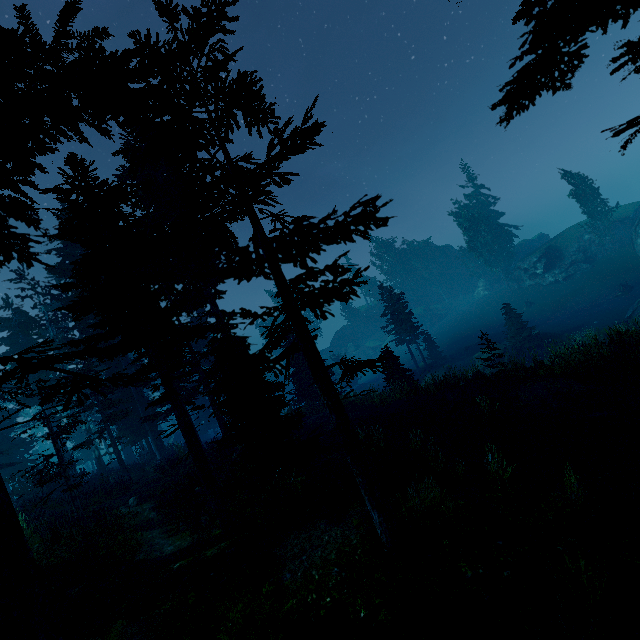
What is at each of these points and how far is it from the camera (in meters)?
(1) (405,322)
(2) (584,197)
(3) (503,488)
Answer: (1) instancedfoliageactor, 36.03
(2) instancedfoliageactor, 40.69
(3) instancedfoliageactor, 8.55

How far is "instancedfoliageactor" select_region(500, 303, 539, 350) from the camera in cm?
3005

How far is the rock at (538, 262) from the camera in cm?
4181

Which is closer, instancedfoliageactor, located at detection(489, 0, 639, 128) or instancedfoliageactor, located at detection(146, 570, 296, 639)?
instancedfoliageactor, located at detection(489, 0, 639, 128)

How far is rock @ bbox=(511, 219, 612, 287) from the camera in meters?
41.8 m

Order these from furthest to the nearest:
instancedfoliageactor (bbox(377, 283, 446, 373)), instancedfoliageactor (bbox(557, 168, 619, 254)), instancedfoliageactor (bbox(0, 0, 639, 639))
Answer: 1. instancedfoliageactor (bbox(557, 168, 619, 254))
2. instancedfoliageactor (bbox(377, 283, 446, 373))
3. instancedfoliageactor (bbox(0, 0, 639, 639))

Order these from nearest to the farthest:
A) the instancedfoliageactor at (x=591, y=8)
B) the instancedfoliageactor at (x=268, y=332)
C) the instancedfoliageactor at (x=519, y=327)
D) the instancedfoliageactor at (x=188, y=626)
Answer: the instancedfoliageactor at (x=591, y=8) < the instancedfoliageactor at (x=268, y=332) < the instancedfoliageactor at (x=188, y=626) < the instancedfoliageactor at (x=519, y=327)
